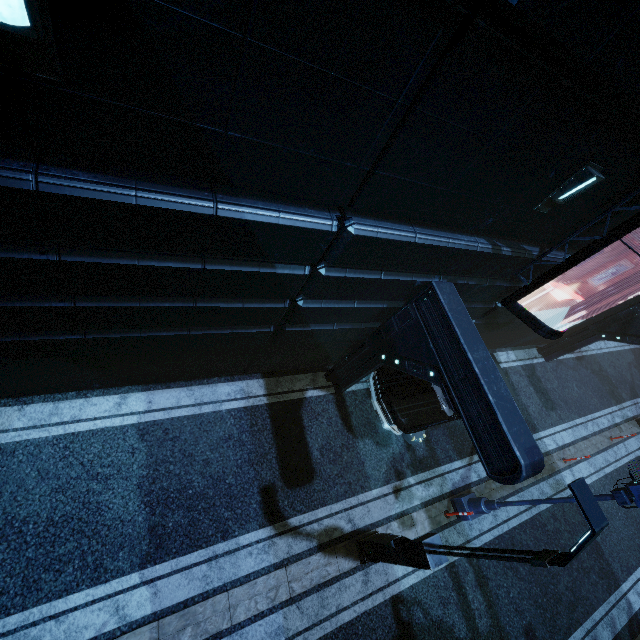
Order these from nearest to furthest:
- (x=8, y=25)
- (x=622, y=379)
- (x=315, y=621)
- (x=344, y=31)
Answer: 1. (x=8, y=25)
2. (x=344, y=31)
3. (x=315, y=621)
4. (x=622, y=379)

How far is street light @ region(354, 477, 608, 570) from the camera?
3.9m

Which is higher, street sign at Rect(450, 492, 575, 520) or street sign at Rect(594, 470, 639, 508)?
street sign at Rect(594, 470, 639, 508)

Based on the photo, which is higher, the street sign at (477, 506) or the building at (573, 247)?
the building at (573, 247)

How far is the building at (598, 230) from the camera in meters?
6.3

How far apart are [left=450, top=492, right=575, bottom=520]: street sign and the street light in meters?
2.8 m

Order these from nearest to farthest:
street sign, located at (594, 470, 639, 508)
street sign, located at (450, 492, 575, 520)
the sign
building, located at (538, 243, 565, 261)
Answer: the sign
street sign, located at (594, 470, 639, 508)
building, located at (538, 243, 565, 261)
street sign, located at (450, 492, 575, 520)

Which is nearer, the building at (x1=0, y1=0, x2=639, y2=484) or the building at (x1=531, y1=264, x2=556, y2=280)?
the building at (x1=0, y1=0, x2=639, y2=484)
